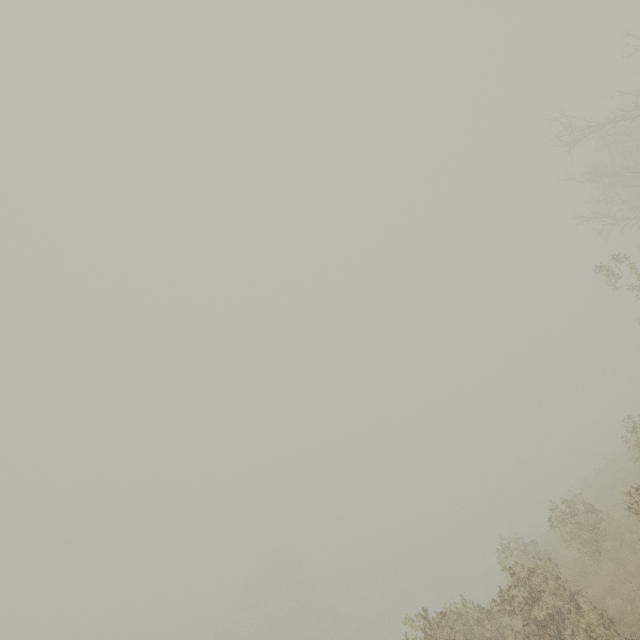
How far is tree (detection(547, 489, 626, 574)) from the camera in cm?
1109

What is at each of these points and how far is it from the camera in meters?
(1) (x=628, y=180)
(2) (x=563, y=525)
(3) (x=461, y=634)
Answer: (1) tree, 16.5 m
(2) tree, 12.2 m
(3) tree, 8.3 m

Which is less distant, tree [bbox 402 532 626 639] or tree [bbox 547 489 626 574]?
tree [bbox 402 532 626 639]

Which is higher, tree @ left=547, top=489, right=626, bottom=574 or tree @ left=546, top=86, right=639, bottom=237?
tree @ left=546, top=86, right=639, bottom=237

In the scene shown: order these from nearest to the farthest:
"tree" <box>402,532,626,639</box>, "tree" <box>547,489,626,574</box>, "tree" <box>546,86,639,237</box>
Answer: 1. "tree" <box>402,532,626,639</box>
2. "tree" <box>547,489,626,574</box>
3. "tree" <box>546,86,639,237</box>

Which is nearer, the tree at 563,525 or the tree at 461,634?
the tree at 461,634
